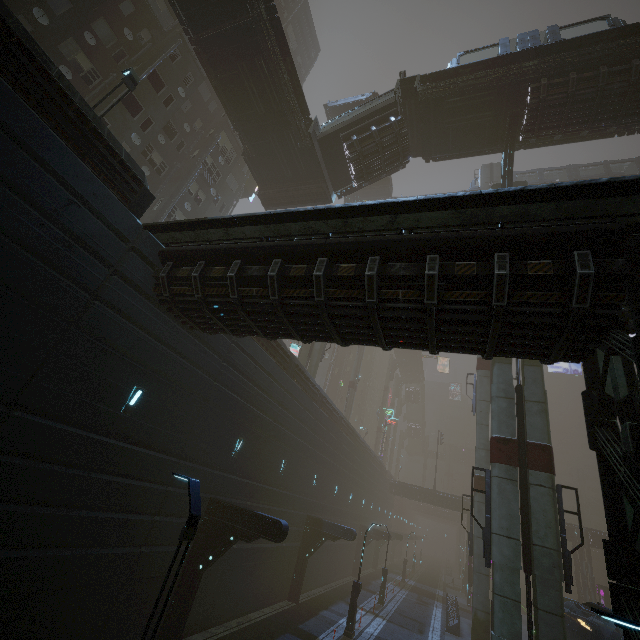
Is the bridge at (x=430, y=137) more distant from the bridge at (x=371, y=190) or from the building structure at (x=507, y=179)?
the bridge at (x=371, y=190)

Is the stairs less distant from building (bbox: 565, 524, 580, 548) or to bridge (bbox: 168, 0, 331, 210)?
bridge (bbox: 168, 0, 331, 210)

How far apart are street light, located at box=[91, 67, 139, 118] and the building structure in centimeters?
1985cm

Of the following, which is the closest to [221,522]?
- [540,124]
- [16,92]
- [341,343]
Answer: [341,343]

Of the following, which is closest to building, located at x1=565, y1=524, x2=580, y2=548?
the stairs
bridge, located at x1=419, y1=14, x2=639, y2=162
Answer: bridge, located at x1=419, y1=14, x2=639, y2=162

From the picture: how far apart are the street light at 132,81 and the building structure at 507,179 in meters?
19.9 m

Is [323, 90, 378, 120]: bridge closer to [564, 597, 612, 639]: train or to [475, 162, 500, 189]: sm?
[475, 162, 500, 189]: sm

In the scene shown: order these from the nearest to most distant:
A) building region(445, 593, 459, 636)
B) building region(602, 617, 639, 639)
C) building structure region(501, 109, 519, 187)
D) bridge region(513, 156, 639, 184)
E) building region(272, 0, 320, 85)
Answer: building region(602, 617, 639, 639) → building structure region(501, 109, 519, 187) → building region(445, 593, 459, 636) → bridge region(513, 156, 639, 184) → building region(272, 0, 320, 85)
